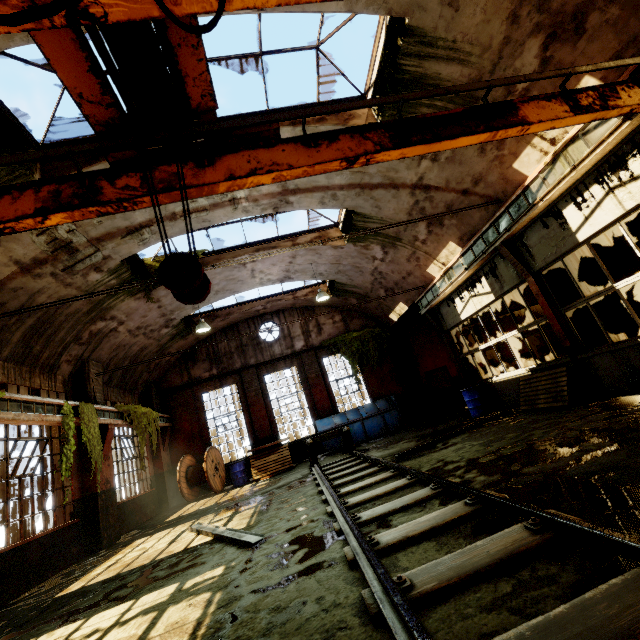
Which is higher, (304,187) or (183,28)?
(304,187)

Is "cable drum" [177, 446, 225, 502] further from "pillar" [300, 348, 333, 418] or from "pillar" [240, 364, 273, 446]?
"pillar" [300, 348, 333, 418]

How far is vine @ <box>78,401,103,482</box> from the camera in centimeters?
861cm

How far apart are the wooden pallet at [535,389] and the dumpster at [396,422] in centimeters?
594cm

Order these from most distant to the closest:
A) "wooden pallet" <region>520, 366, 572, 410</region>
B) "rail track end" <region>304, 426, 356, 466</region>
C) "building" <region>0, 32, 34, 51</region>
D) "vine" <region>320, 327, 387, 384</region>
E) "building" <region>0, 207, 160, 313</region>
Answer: "vine" <region>320, 327, 387, 384</region>
"rail track end" <region>304, 426, 356, 466</region>
"wooden pallet" <region>520, 366, 572, 410</region>
"building" <region>0, 207, 160, 313</region>
"building" <region>0, 32, 34, 51</region>

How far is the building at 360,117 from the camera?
7.1 meters

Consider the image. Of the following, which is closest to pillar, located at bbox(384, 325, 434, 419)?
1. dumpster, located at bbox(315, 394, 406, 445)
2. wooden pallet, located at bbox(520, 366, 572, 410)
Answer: dumpster, located at bbox(315, 394, 406, 445)

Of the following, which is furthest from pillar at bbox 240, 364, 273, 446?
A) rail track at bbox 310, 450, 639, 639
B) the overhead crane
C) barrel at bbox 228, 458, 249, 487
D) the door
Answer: the overhead crane
